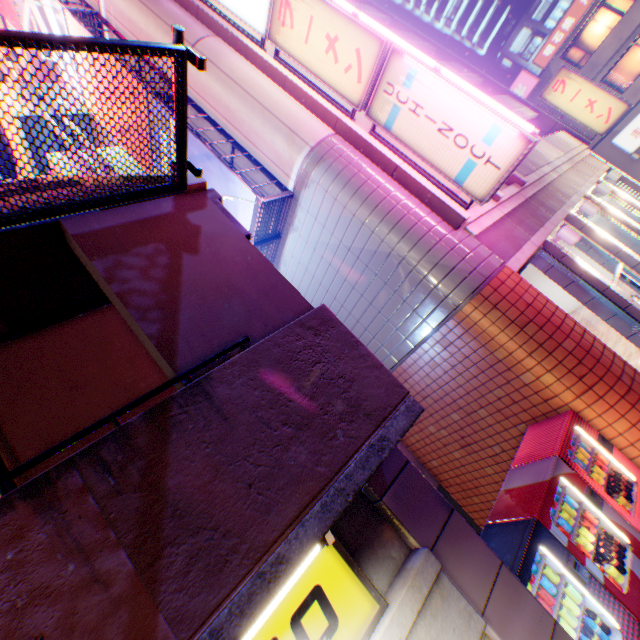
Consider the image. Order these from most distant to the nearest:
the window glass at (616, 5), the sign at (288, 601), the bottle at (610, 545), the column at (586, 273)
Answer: the window glass at (616, 5) → the column at (586, 273) → the bottle at (610, 545) → the sign at (288, 601)

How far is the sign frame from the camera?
7.37m

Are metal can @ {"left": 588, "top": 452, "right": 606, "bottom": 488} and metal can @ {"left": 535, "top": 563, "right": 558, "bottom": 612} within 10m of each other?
yes

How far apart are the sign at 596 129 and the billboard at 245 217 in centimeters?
1606cm

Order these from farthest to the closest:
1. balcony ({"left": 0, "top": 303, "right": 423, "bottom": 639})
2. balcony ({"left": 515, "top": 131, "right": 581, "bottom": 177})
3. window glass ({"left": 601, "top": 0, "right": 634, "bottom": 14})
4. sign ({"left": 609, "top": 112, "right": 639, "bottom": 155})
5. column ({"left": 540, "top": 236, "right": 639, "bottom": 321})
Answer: sign ({"left": 609, "top": 112, "right": 639, "bottom": 155}) → window glass ({"left": 601, "top": 0, "right": 634, "bottom": 14}) → balcony ({"left": 515, "top": 131, "right": 581, "bottom": 177}) → column ({"left": 540, "top": 236, "right": 639, "bottom": 321}) → balcony ({"left": 0, "top": 303, "right": 423, "bottom": 639})

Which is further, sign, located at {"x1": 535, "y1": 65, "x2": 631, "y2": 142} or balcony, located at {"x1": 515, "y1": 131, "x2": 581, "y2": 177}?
sign, located at {"x1": 535, "y1": 65, "x2": 631, "y2": 142}

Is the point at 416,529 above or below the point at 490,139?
below

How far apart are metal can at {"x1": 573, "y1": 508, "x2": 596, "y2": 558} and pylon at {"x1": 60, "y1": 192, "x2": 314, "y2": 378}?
4.2 meters
